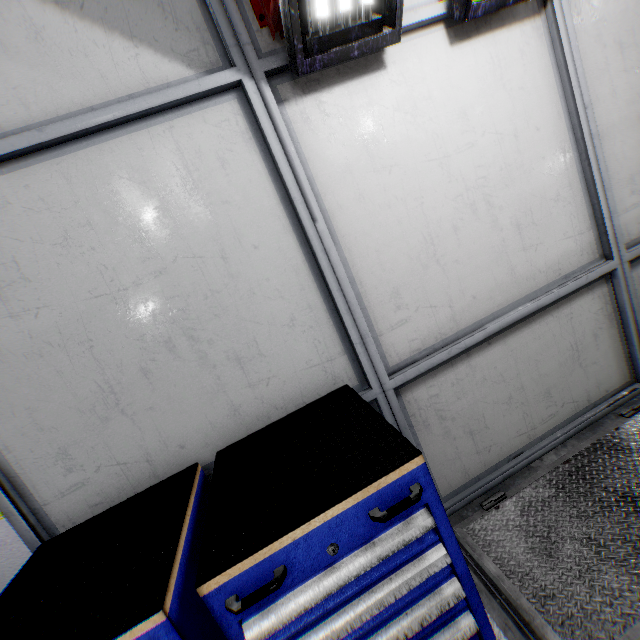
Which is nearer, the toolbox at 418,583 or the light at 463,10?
the toolbox at 418,583

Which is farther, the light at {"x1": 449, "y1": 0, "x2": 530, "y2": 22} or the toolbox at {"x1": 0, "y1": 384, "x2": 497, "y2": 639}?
the light at {"x1": 449, "y1": 0, "x2": 530, "y2": 22}

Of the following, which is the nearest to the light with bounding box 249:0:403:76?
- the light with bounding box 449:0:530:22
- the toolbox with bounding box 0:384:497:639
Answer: the light with bounding box 449:0:530:22

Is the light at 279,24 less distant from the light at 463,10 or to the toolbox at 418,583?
the light at 463,10

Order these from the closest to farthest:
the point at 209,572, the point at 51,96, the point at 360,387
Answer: the point at 209,572
the point at 51,96
the point at 360,387

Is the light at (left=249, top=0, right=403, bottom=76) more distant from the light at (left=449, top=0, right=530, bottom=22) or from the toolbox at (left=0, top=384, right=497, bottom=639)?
the toolbox at (left=0, top=384, right=497, bottom=639)
